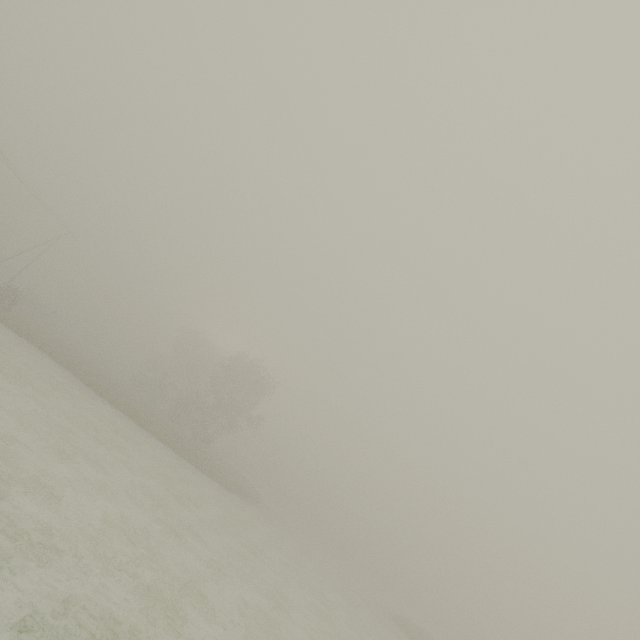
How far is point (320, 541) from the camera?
53.1 meters
